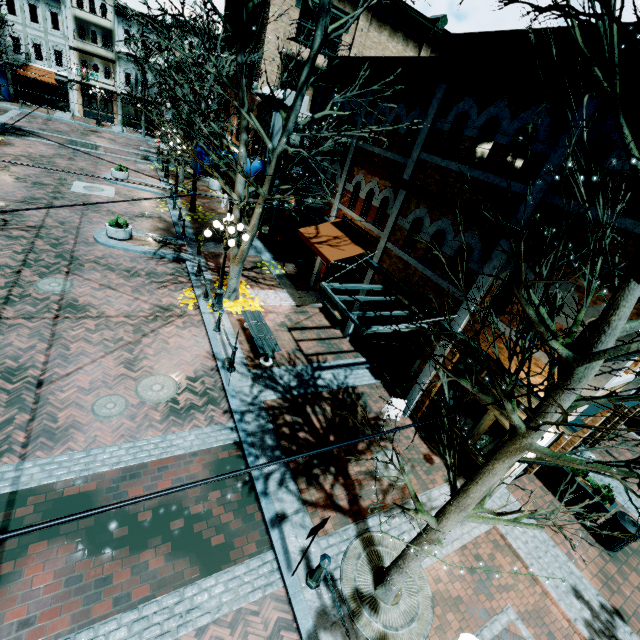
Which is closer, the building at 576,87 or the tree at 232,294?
the building at 576,87

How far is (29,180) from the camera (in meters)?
17.66

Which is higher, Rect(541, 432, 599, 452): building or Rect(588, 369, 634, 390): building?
Rect(588, 369, 634, 390): building

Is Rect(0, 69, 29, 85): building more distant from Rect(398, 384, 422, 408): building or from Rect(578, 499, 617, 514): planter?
Rect(578, 499, 617, 514): planter

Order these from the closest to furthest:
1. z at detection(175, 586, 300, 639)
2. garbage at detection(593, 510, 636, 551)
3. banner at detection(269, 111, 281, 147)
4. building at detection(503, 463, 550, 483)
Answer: z at detection(175, 586, 300, 639) < building at detection(503, 463, 550, 483) < garbage at detection(593, 510, 636, 551) < banner at detection(269, 111, 281, 147)

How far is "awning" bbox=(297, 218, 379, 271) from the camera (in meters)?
11.80

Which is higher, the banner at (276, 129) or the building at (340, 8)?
the building at (340, 8)

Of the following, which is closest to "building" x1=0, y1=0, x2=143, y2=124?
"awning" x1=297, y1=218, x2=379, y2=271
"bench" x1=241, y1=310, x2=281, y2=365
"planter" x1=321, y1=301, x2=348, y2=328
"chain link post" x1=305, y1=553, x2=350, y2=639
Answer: "awning" x1=297, y1=218, x2=379, y2=271
